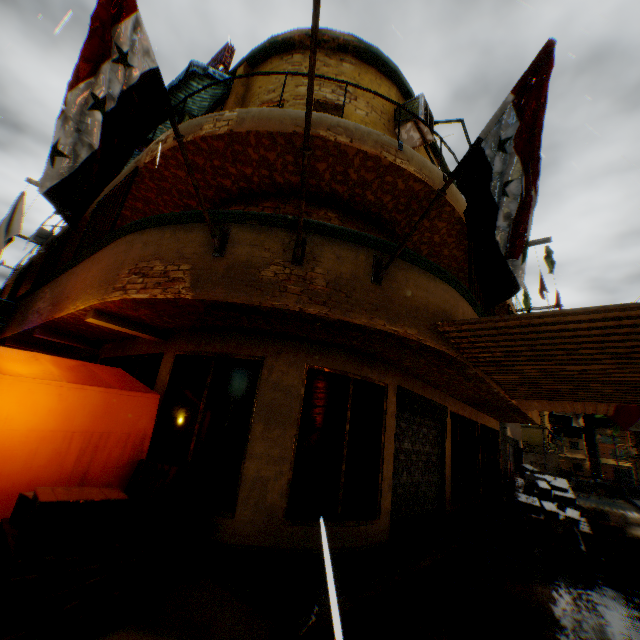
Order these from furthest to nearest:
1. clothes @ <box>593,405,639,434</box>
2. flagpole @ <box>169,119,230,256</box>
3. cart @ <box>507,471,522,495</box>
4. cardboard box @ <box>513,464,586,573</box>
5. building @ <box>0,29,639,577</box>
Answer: cart @ <box>507,471,522,495</box>, clothes @ <box>593,405,639,434</box>, cardboard box @ <box>513,464,586,573</box>, building @ <box>0,29,639,577</box>, flagpole @ <box>169,119,230,256</box>

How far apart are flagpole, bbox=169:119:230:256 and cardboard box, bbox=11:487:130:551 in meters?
1.8 m

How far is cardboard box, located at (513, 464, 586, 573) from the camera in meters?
7.1

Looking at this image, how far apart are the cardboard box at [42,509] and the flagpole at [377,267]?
3.2 meters

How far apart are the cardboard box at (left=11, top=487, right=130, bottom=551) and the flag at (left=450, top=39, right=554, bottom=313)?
1.09m

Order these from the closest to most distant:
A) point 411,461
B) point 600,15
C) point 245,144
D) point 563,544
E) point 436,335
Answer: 1. point 436,335
2. point 245,144
3. point 600,15
4. point 411,461
5. point 563,544

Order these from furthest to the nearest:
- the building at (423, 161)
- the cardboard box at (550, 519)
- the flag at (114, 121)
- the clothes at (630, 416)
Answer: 1. the clothes at (630, 416)
2. the cardboard box at (550, 519)
3. the building at (423, 161)
4. the flag at (114, 121)

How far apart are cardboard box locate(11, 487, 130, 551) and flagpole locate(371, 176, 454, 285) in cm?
321
